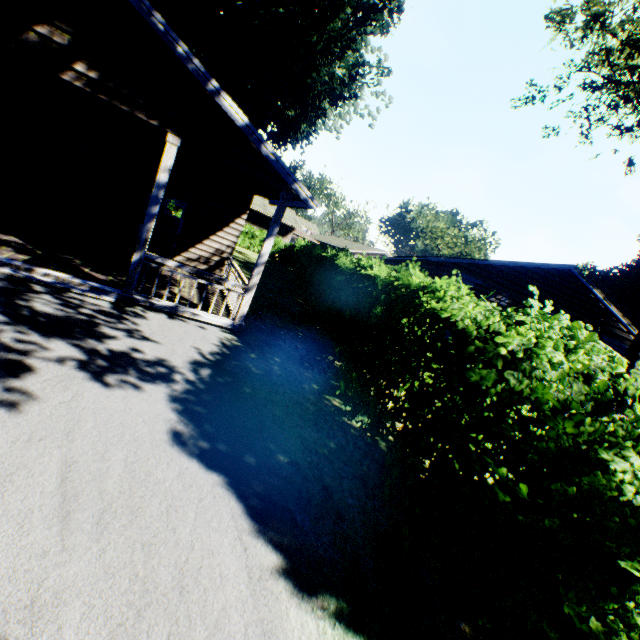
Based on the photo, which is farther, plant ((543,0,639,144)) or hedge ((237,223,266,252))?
hedge ((237,223,266,252))

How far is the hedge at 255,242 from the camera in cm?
3209

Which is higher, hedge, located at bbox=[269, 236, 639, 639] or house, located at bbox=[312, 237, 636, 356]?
house, located at bbox=[312, 237, 636, 356]

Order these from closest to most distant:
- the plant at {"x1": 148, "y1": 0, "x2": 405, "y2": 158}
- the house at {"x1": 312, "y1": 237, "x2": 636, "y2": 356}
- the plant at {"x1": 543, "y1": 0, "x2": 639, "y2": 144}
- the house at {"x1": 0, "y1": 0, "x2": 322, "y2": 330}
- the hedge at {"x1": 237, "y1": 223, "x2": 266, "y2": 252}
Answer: the house at {"x1": 0, "y1": 0, "x2": 322, "y2": 330}, the plant at {"x1": 543, "y1": 0, "x2": 639, "y2": 144}, the plant at {"x1": 148, "y1": 0, "x2": 405, "y2": 158}, the house at {"x1": 312, "y1": 237, "x2": 636, "y2": 356}, the hedge at {"x1": 237, "y1": 223, "x2": 266, "y2": 252}

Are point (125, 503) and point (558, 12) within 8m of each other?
no

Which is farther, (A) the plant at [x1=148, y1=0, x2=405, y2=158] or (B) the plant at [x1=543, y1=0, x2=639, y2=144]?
(A) the plant at [x1=148, y1=0, x2=405, y2=158]

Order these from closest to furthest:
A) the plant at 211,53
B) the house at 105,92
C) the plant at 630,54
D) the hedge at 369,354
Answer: the hedge at 369,354, the house at 105,92, the plant at 630,54, the plant at 211,53

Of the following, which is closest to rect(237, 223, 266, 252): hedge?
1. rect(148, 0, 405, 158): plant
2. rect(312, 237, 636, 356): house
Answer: rect(148, 0, 405, 158): plant
